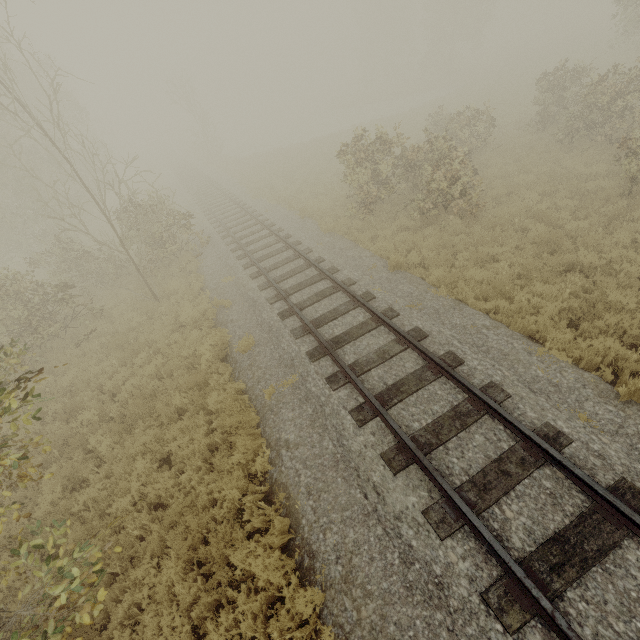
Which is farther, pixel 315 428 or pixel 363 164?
pixel 363 164

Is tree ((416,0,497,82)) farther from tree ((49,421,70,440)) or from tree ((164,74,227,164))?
tree ((49,421,70,440))

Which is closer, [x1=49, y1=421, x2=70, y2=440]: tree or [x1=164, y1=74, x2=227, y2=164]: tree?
[x1=49, y1=421, x2=70, y2=440]: tree

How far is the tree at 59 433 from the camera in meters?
8.2 m

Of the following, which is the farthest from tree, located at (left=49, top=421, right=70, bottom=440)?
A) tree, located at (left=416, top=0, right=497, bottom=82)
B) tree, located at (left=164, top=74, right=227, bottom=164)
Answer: tree, located at (left=416, top=0, right=497, bottom=82)

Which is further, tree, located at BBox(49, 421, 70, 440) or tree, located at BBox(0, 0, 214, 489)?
tree, located at BBox(0, 0, 214, 489)

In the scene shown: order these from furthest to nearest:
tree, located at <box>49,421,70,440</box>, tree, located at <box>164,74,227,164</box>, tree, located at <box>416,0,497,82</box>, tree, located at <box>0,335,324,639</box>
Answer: tree, located at <box>416,0,497,82</box>, tree, located at <box>164,74,227,164</box>, tree, located at <box>49,421,70,440</box>, tree, located at <box>0,335,324,639</box>

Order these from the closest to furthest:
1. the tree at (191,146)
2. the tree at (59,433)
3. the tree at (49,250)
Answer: the tree at (59,433) → the tree at (49,250) → the tree at (191,146)
